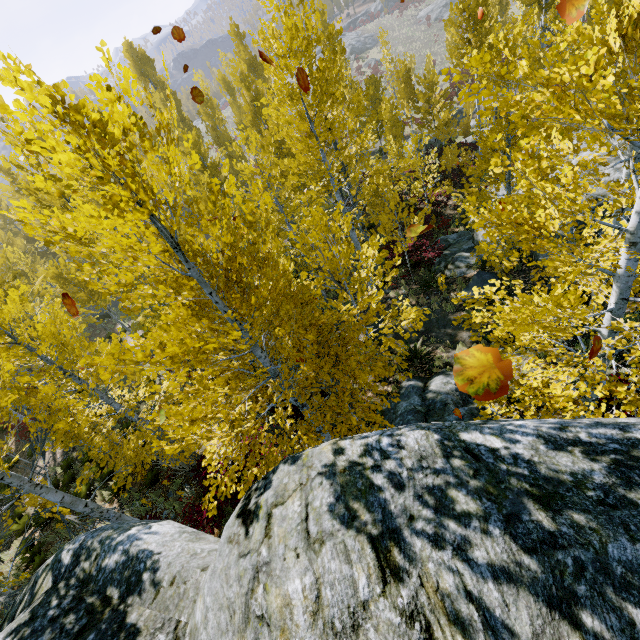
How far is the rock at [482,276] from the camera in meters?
11.1 m

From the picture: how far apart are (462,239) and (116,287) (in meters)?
14.83

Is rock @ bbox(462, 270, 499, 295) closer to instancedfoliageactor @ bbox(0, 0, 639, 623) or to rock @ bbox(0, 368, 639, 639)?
instancedfoliageactor @ bbox(0, 0, 639, 623)

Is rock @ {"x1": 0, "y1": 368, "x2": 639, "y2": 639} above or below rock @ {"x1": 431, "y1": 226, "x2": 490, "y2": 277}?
above

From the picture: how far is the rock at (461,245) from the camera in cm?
1333

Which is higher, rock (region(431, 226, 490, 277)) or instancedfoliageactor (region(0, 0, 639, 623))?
instancedfoliageactor (region(0, 0, 639, 623))

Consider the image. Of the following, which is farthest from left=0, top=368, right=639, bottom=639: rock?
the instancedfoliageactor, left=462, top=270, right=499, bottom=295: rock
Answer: left=462, top=270, right=499, bottom=295: rock

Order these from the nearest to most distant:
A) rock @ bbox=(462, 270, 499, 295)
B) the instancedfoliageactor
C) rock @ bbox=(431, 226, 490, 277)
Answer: the instancedfoliageactor < rock @ bbox=(462, 270, 499, 295) < rock @ bbox=(431, 226, 490, 277)
